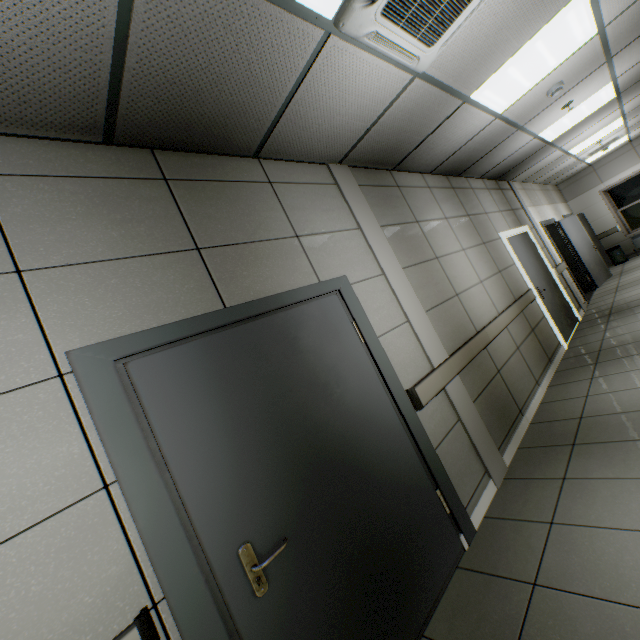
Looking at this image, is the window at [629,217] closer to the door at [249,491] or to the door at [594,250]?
the door at [594,250]

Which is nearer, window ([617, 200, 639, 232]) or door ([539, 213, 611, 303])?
door ([539, 213, 611, 303])

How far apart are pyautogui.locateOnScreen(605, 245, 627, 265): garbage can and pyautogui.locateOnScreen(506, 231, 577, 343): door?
6.3m

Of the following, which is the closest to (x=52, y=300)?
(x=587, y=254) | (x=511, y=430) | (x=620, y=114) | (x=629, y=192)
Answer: (x=511, y=430)

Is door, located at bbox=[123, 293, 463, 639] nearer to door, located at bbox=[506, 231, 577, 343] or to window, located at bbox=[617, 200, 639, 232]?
door, located at bbox=[506, 231, 577, 343]

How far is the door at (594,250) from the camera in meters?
8.4

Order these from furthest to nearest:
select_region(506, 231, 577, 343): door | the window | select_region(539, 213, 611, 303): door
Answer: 1. the window
2. select_region(539, 213, 611, 303): door
3. select_region(506, 231, 577, 343): door

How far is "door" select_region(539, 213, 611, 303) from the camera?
→ 8.4m
